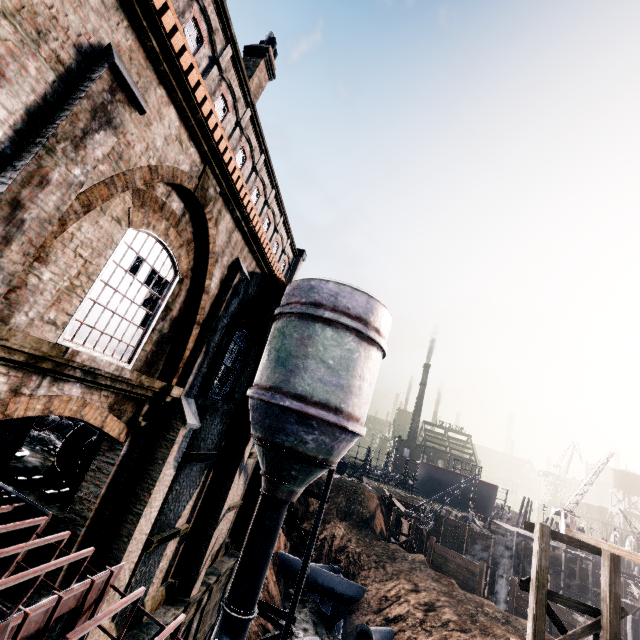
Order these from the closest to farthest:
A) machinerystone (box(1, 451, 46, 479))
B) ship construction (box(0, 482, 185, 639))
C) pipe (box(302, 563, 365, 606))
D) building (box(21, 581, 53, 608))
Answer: ship construction (box(0, 482, 185, 639))
building (box(21, 581, 53, 608))
machinerystone (box(1, 451, 46, 479))
pipe (box(302, 563, 365, 606))

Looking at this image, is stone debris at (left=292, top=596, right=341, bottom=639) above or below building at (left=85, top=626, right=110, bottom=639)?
below

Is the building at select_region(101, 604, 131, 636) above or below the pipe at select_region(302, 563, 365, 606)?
above

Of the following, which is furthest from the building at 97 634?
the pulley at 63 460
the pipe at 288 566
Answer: the pipe at 288 566

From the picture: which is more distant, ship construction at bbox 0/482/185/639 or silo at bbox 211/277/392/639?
silo at bbox 211/277/392/639

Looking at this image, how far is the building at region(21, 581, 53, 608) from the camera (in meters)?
6.71

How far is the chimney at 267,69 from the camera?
18.6 meters

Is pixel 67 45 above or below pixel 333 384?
above
